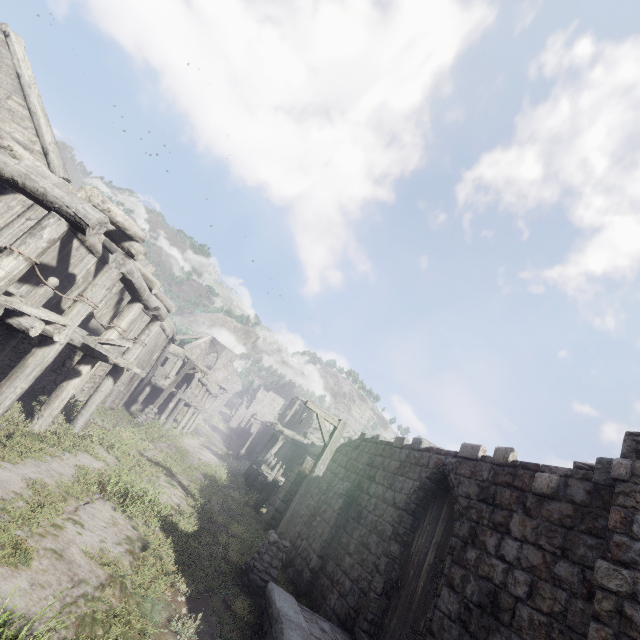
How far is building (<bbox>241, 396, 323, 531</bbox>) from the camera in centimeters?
1515cm

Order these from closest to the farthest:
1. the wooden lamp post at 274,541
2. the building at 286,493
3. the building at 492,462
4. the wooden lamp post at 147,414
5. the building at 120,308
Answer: the building at 492,462 → the building at 120,308 → the wooden lamp post at 274,541 → the building at 286,493 → the wooden lamp post at 147,414

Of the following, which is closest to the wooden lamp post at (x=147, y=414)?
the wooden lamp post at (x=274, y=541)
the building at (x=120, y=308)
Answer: the building at (x=120, y=308)

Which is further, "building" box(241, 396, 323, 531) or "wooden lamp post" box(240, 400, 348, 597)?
"building" box(241, 396, 323, 531)

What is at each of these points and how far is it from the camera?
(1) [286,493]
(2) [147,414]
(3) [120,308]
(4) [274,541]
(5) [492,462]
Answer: (1) building, 15.1m
(2) wooden lamp post, 19.5m
(3) building, 13.9m
(4) wooden lamp post, 8.5m
(5) building, 6.9m

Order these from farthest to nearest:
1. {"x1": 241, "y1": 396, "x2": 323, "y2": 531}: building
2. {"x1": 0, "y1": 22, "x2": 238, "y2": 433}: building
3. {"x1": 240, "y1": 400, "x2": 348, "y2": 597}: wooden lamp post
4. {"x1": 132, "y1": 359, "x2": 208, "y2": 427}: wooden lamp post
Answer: {"x1": 132, "y1": 359, "x2": 208, "y2": 427}: wooden lamp post, {"x1": 241, "y1": 396, "x2": 323, "y2": 531}: building, {"x1": 240, "y1": 400, "x2": 348, "y2": 597}: wooden lamp post, {"x1": 0, "y1": 22, "x2": 238, "y2": 433}: building

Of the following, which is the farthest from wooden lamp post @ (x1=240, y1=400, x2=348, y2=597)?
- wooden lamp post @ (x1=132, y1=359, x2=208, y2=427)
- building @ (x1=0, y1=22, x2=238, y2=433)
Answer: wooden lamp post @ (x1=132, y1=359, x2=208, y2=427)
